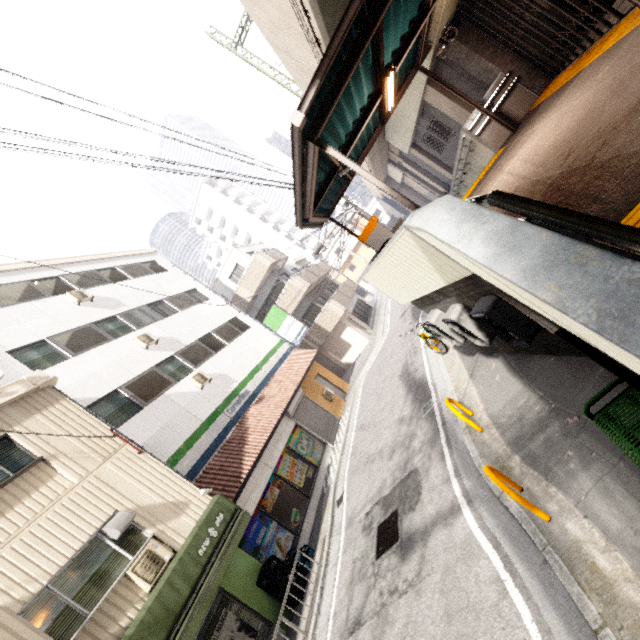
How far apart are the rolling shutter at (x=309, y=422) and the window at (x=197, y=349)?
4.15m

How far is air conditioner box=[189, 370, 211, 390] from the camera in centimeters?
1279cm

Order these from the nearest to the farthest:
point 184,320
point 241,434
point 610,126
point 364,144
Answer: point 610,126
point 364,144
point 241,434
point 184,320

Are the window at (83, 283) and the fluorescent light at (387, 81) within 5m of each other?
no

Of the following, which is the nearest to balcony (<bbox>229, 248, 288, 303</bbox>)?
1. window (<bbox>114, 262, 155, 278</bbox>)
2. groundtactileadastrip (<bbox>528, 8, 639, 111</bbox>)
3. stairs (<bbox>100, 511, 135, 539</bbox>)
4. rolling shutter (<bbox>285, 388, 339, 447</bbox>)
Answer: window (<bbox>114, 262, 155, 278</bbox>)

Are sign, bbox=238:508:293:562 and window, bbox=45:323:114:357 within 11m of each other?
yes

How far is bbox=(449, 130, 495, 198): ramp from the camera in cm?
930

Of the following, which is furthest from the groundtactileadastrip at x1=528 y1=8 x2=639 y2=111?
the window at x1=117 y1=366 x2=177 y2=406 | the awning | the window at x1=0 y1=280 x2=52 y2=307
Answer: the window at x1=0 y1=280 x2=52 y2=307
